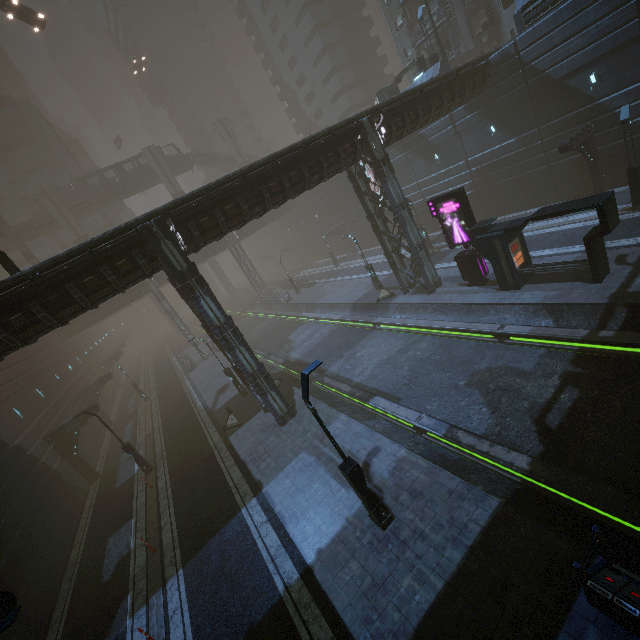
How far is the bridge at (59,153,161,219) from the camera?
50.5 meters

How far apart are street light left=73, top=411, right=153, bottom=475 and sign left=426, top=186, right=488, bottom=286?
23.4m

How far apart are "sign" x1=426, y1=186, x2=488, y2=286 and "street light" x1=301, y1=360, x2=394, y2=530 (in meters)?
14.21

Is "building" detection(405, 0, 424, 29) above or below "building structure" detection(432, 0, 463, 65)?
above

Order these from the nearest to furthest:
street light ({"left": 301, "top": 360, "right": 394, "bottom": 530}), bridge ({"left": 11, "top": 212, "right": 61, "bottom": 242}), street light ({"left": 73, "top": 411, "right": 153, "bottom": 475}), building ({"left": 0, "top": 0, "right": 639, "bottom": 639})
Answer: street light ({"left": 301, "top": 360, "right": 394, "bottom": 530}), building ({"left": 0, "top": 0, "right": 639, "bottom": 639}), street light ({"left": 73, "top": 411, "right": 153, "bottom": 475}), bridge ({"left": 11, "top": 212, "right": 61, "bottom": 242})

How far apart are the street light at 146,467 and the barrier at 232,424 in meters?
5.3

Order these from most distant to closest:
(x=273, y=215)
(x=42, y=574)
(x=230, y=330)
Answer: (x=273, y=215) < (x=230, y=330) < (x=42, y=574)

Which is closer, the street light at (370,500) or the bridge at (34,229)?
the street light at (370,500)
